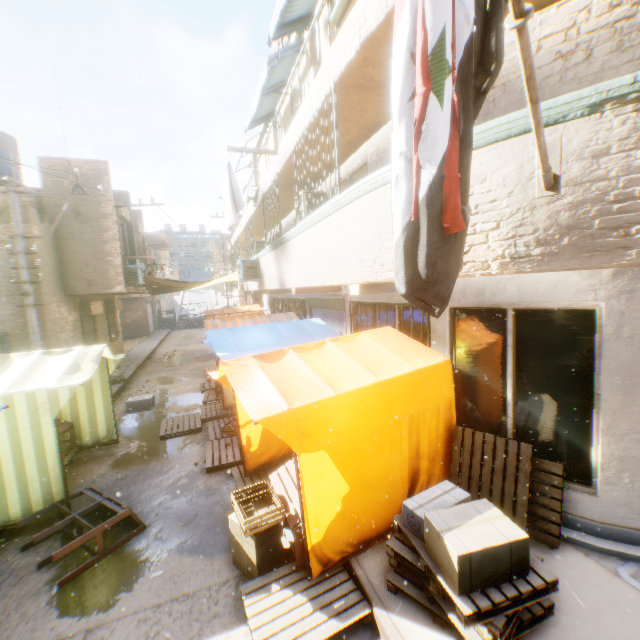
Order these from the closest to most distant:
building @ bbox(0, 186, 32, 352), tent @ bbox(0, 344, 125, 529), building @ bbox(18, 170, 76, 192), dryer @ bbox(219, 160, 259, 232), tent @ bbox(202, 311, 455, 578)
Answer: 1. tent @ bbox(202, 311, 455, 578)
2. tent @ bbox(0, 344, 125, 529)
3. dryer @ bbox(219, 160, 259, 232)
4. building @ bbox(0, 186, 32, 352)
5. building @ bbox(18, 170, 76, 192)

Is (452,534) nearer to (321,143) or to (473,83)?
(473,83)

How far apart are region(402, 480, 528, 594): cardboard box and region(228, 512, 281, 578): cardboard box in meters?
0.6 m

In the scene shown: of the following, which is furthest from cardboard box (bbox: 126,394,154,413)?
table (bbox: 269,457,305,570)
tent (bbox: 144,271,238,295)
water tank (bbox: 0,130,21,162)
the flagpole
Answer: the flagpole

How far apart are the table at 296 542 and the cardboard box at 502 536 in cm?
73

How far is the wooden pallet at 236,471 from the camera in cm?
610

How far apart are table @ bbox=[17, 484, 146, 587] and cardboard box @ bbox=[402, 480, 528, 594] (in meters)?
4.00

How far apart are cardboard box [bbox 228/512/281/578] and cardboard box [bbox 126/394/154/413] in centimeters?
361cm
